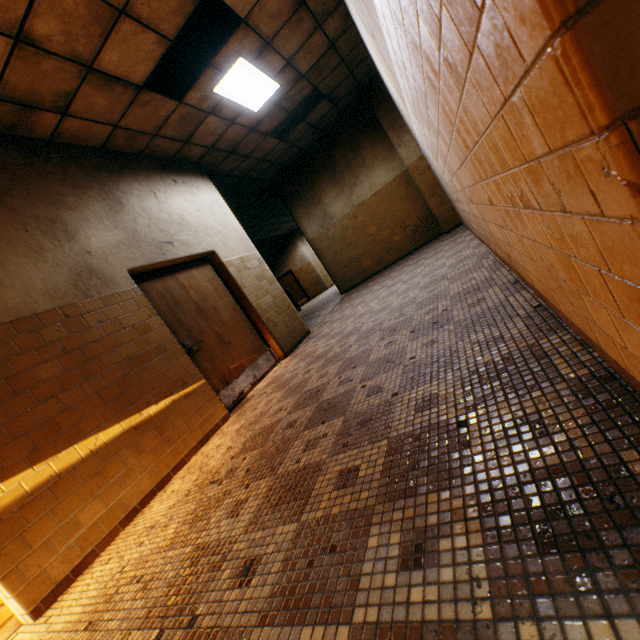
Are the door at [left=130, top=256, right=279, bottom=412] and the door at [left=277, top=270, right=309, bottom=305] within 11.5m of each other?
no

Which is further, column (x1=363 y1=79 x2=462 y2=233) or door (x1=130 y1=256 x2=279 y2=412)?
column (x1=363 y1=79 x2=462 y2=233)

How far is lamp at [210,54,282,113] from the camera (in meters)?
4.62

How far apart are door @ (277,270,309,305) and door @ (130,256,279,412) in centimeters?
1412cm

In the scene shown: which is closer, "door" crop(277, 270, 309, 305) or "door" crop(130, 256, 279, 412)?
"door" crop(130, 256, 279, 412)

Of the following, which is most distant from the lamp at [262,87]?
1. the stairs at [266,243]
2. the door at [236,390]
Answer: the stairs at [266,243]

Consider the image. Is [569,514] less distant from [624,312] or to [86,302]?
[624,312]

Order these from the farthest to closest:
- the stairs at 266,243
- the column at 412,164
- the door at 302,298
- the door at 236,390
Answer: the door at 302,298
the stairs at 266,243
the column at 412,164
the door at 236,390
